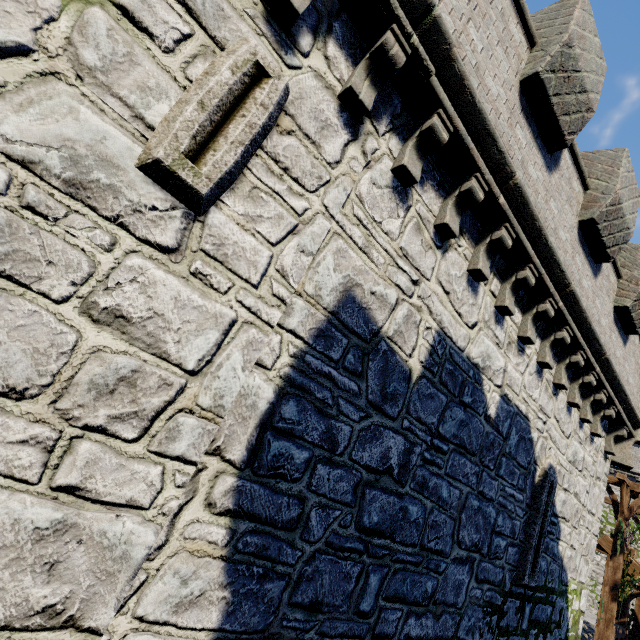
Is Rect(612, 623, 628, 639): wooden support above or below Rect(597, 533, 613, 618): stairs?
below

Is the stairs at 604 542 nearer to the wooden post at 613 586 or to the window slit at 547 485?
the wooden post at 613 586

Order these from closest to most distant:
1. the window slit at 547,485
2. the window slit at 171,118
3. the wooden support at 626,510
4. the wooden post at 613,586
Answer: the window slit at 171,118, the window slit at 547,485, the wooden post at 613,586, the wooden support at 626,510

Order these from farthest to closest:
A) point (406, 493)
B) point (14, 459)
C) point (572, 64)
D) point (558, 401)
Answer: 1. point (558, 401)
2. point (572, 64)
3. point (406, 493)
4. point (14, 459)

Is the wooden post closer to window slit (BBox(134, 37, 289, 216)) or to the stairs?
the stairs

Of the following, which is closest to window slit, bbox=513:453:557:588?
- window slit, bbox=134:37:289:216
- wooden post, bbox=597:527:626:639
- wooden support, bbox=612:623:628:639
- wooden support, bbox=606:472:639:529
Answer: window slit, bbox=134:37:289:216

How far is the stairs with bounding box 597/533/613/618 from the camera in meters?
12.8

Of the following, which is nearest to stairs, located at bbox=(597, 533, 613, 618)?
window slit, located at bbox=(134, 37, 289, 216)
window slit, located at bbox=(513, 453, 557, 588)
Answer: window slit, located at bbox=(513, 453, 557, 588)
